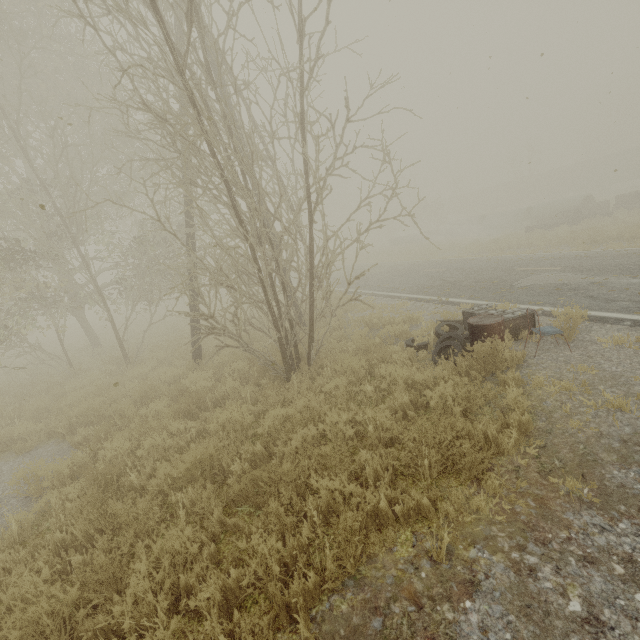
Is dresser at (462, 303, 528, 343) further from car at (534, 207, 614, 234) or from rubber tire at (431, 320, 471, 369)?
car at (534, 207, 614, 234)

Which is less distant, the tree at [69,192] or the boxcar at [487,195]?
the tree at [69,192]

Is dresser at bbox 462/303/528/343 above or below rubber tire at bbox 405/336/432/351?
above

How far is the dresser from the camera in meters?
6.5 m

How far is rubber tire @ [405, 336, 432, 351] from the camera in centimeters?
680cm

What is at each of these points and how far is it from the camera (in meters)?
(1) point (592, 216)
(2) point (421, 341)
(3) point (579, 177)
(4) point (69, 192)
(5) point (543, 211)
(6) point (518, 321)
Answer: (1) car, 21.05
(2) rubber tire, 7.26
(3) boxcar, 45.31
(4) tree, 9.48
(5) concrete pipe, 25.62
(6) dresser, 6.55

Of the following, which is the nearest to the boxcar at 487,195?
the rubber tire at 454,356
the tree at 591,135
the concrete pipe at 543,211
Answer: the tree at 591,135

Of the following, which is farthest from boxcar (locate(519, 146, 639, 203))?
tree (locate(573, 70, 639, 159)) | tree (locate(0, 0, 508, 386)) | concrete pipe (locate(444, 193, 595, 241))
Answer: tree (locate(0, 0, 508, 386))
